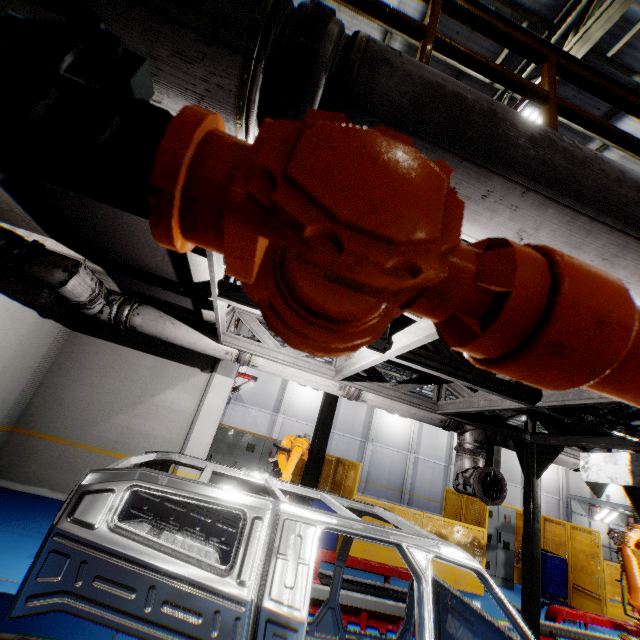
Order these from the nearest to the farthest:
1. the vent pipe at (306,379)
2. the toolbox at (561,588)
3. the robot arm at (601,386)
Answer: the robot arm at (601,386) < the vent pipe at (306,379) < the toolbox at (561,588)

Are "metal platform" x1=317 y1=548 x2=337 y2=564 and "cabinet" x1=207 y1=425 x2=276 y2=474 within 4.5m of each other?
yes

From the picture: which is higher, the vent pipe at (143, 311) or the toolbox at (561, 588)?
the vent pipe at (143, 311)

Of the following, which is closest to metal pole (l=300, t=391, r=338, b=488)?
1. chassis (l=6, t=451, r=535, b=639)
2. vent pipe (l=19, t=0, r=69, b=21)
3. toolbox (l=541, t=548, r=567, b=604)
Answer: chassis (l=6, t=451, r=535, b=639)

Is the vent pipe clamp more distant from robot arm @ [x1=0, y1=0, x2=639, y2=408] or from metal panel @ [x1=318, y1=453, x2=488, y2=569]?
metal panel @ [x1=318, y1=453, x2=488, y2=569]

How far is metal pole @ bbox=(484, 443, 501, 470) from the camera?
12.7 meters

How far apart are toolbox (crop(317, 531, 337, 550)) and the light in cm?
802

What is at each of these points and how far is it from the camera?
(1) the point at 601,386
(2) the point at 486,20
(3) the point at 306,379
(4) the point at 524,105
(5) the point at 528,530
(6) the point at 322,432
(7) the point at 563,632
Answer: (1) robot arm, 0.45m
(2) metal handrail, 2.39m
(3) vent pipe, 5.48m
(4) light, 4.86m
(5) metal pole, 5.43m
(6) metal pole, 9.83m
(7) metal platform, 6.23m
